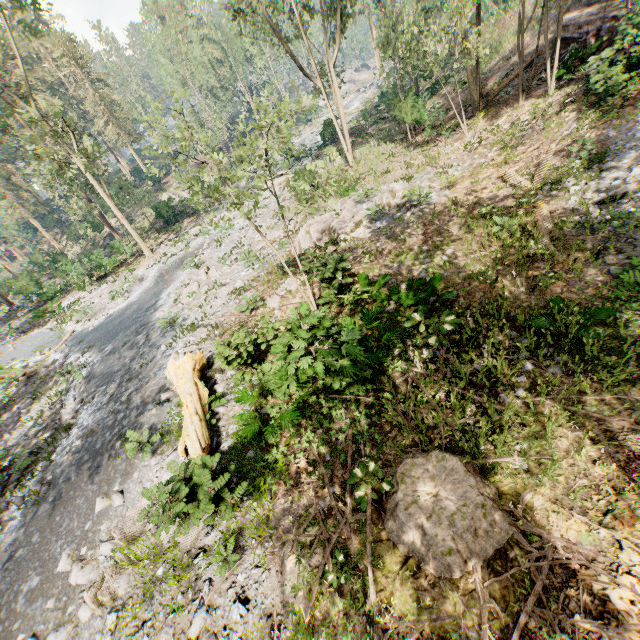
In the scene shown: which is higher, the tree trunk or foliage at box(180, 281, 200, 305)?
the tree trunk

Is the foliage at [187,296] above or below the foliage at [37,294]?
below

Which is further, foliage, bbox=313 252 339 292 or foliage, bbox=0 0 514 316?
foliage, bbox=313 252 339 292

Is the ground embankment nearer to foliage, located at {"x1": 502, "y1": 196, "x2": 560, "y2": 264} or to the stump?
foliage, located at {"x1": 502, "y1": 196, "x2": 560, "y2": 264}

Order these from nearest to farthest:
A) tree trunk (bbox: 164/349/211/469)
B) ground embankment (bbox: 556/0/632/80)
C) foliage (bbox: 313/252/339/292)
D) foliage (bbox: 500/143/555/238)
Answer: tree trunk (bbox: 164/349/211/469) → foliage (bbox: 313/252/339/292) → foliage (bbox: 500/143/555/238) → ground embankment (bbox: 556/0/632/80)

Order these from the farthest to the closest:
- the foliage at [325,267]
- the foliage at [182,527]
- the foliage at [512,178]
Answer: the foliage at [512,178] < the foliage at [325,267] < the foliage at [182,527]

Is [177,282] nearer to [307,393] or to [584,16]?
[307,393]
